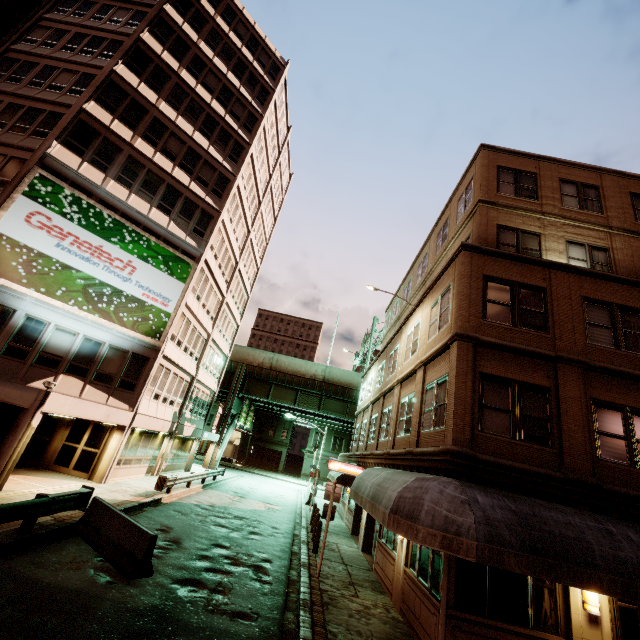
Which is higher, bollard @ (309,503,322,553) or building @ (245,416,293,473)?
building @ (245,416,293,473)

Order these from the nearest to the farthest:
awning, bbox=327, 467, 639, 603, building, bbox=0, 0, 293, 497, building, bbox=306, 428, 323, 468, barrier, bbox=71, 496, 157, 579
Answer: awning, bbox=327, 467, 639, 603 → barrier, bbox=71, 496, 157, 579 → building, bbox=0, 0, 293, 497 → building, bbox=306, 428, 323, 468

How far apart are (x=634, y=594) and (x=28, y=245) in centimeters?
2450cm

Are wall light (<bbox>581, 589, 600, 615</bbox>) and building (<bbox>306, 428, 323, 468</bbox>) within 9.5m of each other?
no

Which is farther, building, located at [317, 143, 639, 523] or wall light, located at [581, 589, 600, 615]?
building, located at [317, 143, 639, 523]

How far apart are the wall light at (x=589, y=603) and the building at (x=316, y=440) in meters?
52.3

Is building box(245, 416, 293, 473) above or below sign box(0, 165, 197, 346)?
below

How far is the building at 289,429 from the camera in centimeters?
5769cm
